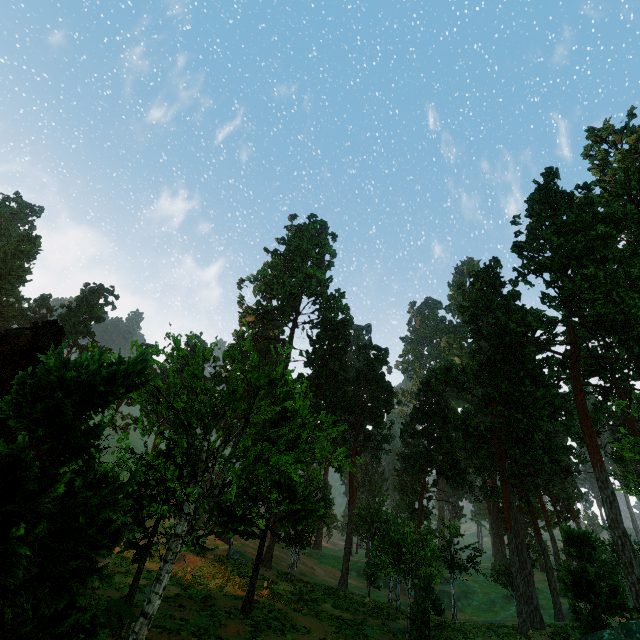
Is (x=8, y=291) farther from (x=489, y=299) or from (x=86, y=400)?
(x=489, y=299)

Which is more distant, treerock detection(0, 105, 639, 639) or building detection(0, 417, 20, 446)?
building detection(0, 417, 20, 446)

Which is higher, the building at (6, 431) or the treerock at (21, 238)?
the treerock at (21, 238)

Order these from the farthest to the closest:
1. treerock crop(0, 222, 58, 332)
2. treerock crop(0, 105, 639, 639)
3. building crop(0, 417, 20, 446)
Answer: treerock crop(0, 222, 58, 332) → building crop(0, 417, 20, 446) → treerock crop(0, 105, 639, 639)

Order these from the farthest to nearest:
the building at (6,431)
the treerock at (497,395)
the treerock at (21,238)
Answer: the treerock at (21,238) < the building at (6,431) < the treerock at (497,395)
